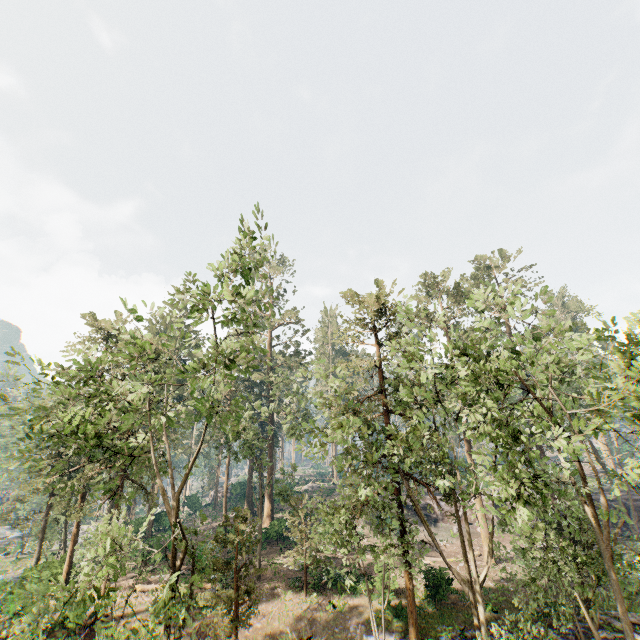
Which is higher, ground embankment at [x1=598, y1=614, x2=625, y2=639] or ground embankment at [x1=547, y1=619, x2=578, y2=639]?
ground embankment at [x1=547, y1=619, x2=578, y2=639]

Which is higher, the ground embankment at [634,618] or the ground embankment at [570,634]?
the ground embankment at [634,618]

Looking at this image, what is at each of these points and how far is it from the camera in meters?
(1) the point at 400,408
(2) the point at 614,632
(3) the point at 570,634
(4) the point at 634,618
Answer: (1) foliage, 15.0 m
(2) ground embankment, 18.3 m
(3) ground embankment, 18.0 m
(4) ground embankment, 19.3 m

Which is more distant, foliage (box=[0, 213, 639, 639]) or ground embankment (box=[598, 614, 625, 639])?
ground embankment (box=[598, 614, 625, 639])

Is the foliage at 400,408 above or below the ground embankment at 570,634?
above
